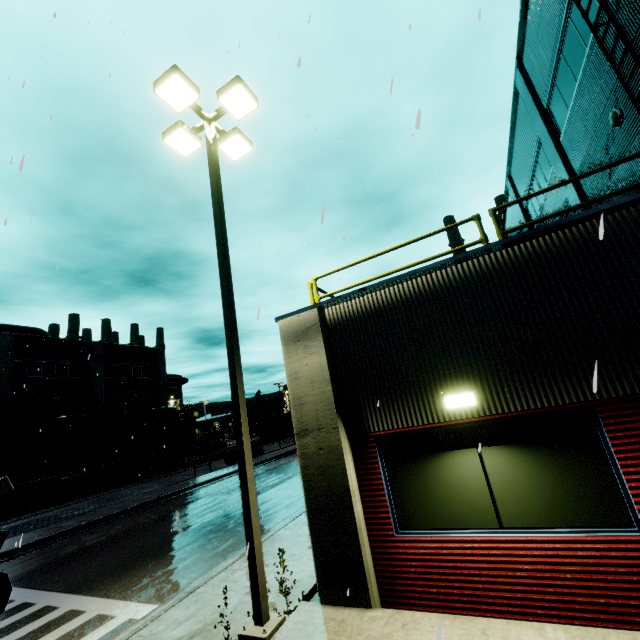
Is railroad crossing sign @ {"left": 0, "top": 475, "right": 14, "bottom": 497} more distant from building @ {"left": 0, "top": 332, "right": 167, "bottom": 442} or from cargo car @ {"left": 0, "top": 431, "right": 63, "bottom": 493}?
cargo car @ {"left": 0, "top": 431, "right": 63, "bottom": 493}

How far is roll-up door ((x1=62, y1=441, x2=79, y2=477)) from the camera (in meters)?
30.88

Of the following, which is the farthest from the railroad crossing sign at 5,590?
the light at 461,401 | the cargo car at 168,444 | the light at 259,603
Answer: the cargo car at 168,444

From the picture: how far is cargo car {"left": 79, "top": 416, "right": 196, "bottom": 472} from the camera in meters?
29.3 m

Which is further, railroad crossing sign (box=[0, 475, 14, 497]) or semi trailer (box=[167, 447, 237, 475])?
semi trailer (box=[167, 447, 237, 475])

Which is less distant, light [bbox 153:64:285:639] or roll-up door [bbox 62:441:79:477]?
light [bbox 153:64:285:639]

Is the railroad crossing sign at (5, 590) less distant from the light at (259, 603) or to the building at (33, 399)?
the building at (33, 399)

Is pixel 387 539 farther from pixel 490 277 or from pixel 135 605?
pixel 135 605
